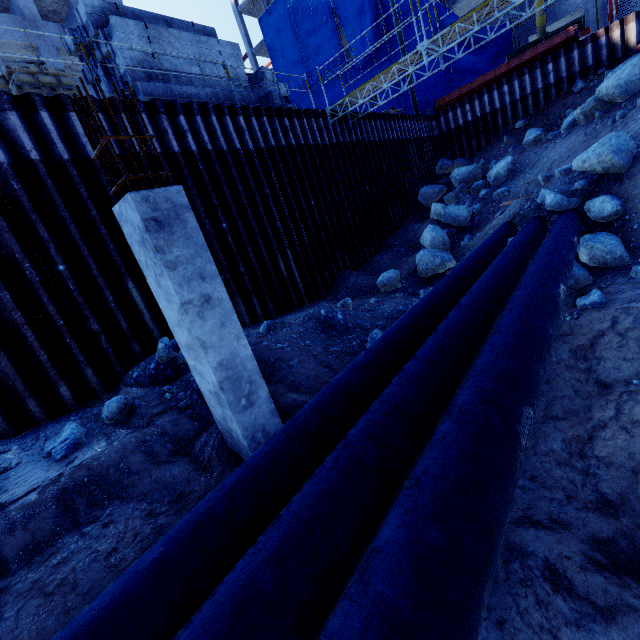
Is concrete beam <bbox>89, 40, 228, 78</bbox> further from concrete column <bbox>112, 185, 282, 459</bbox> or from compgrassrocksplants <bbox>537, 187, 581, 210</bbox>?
compgrassrocksplants <bbox>537, 187, 581, 210</bbox>

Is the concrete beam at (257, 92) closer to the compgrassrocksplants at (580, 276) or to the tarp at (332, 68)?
the compgrassrocksplants at (580, 276)

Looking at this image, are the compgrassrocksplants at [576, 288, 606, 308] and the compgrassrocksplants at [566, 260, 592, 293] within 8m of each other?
yes

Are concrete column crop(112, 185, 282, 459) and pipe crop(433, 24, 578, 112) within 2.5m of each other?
no

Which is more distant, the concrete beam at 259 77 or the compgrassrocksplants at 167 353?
the concrete beam at 259 77

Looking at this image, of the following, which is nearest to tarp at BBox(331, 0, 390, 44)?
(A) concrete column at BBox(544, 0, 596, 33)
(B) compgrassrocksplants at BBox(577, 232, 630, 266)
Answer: (A) concrete column at BBox(544, 0, 596, 33)

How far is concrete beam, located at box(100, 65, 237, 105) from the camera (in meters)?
8.36

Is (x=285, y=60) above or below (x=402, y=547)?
above
